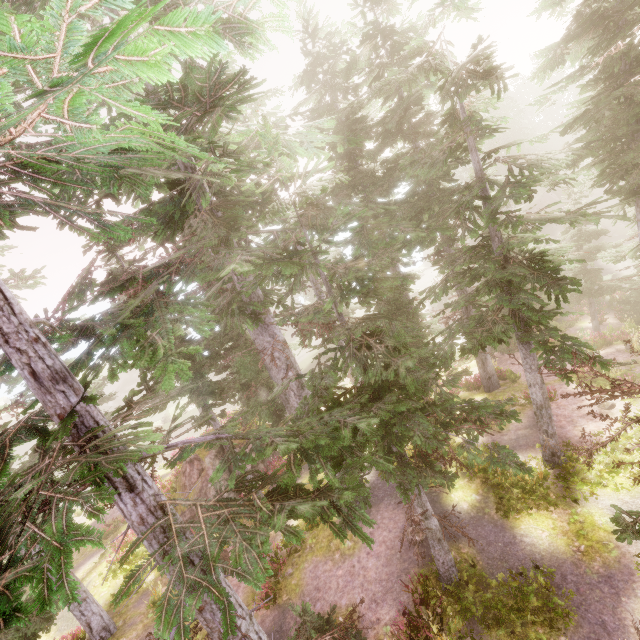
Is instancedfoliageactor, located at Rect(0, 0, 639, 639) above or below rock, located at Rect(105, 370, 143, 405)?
above

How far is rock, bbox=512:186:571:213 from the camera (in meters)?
44.19

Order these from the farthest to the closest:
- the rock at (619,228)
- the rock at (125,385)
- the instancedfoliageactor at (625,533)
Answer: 1. the rock at (125,385)
2. the rock at (619,228)
3. the instancedfoliageactor at (625,533)

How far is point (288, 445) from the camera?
4.48m

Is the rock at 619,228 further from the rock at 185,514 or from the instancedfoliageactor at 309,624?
the rock at 185,514

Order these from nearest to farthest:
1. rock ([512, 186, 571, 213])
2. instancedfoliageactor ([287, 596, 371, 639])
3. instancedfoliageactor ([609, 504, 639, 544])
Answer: instancedfoliageactor ([609, 504, 639, 544]) < instancedfoliageactor ([287, 596, 371, 639]) < rock ([512, 186, 571, 213])

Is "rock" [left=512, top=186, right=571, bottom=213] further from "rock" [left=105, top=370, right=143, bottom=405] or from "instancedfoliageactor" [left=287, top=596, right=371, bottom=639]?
"rock" [left=105, top=370, right=143, bottom=405]

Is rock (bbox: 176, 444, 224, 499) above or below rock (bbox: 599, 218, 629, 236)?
above
